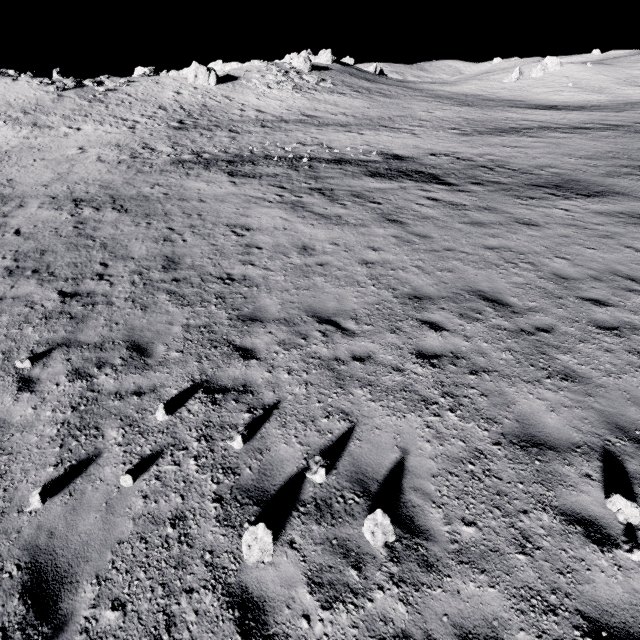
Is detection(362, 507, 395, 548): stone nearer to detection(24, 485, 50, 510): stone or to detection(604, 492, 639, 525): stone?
detection(604, 492, 639, 525): stone

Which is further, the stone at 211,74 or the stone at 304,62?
the stone at 304,62

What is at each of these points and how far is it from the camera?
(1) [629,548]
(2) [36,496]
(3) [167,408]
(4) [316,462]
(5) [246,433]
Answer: (1) stone, 3.7m
(2) stone, 4.3m
(3) stone, 5.4m
(4) stone, 4.6m
(5) stone, 4.9m

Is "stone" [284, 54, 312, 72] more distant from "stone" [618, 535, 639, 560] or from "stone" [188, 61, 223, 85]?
"stone" [618, 535, 639, 560]

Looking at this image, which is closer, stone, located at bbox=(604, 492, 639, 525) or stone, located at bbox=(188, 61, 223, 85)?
stone, located at bbox=(604, 492, 639, 525)

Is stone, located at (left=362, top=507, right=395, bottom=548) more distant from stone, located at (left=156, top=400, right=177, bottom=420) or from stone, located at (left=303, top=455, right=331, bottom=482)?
stone, located at (left=156, top=400, right=177, bottom=420)

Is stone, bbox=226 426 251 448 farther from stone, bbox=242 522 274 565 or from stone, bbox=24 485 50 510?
stone, bbox=24 485 50 510

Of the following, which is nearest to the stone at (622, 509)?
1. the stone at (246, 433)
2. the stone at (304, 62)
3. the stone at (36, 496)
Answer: the stone at (246, 433)
